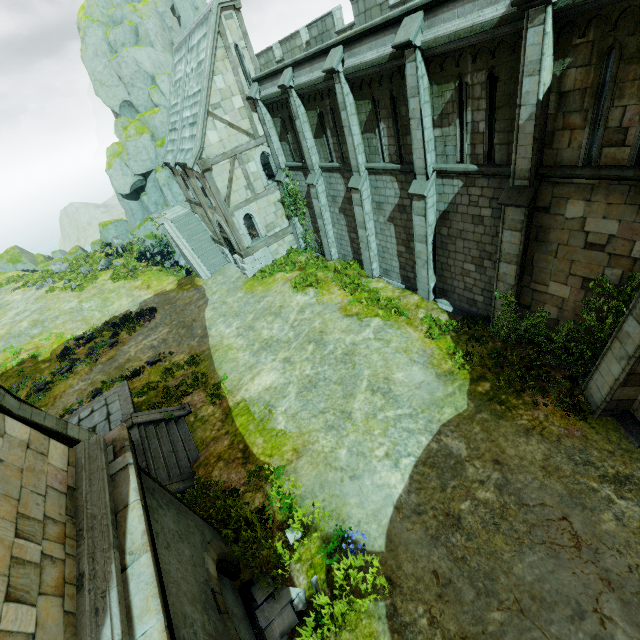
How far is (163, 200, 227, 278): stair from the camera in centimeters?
2467cm

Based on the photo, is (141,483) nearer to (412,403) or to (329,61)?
(412,403)

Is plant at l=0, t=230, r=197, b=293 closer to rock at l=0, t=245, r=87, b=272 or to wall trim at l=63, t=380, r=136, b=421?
rock at l=0, t=245, r=87, b=272

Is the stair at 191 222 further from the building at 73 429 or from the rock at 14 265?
the building at 73 429

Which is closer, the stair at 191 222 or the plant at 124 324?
the plant at 124 324

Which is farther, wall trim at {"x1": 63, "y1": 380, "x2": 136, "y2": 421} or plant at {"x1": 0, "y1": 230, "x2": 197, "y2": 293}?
plant at {"x1": 0, "y1": 230, "x2": 197, "y2": 293}

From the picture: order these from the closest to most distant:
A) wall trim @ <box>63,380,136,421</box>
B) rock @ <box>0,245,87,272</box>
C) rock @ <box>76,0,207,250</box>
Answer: wall trim @ <box>63,380,136,421</box>, rock @ <box>76,0,207,250</box>, rock @ <box>0,245,87,272</box>

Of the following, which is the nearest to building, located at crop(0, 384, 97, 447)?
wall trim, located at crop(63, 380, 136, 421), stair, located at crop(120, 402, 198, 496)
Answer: stair, located at crop(120, 402, 198, 496)
